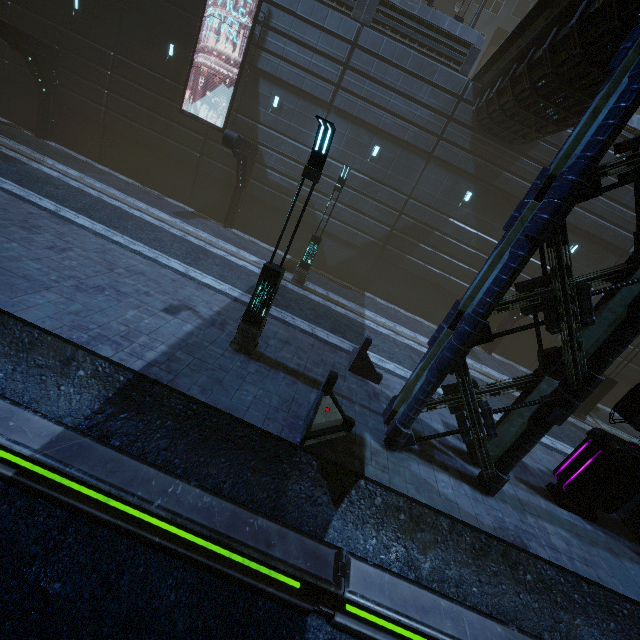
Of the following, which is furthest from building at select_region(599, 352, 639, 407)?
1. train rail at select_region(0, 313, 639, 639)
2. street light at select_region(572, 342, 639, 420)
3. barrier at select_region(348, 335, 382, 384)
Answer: street light at select_region(572, 342, 639, 420)

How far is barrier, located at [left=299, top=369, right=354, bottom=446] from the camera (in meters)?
6.68

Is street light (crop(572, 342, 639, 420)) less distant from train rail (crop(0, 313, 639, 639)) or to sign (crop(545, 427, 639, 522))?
sign (crop(545, 427, 639, 522))

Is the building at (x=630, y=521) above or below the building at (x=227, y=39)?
below

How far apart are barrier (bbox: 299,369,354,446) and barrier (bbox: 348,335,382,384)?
2.76m

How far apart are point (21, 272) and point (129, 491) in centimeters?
623cm

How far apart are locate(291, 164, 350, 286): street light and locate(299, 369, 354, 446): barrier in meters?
8.8 m

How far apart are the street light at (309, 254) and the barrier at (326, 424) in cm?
880
